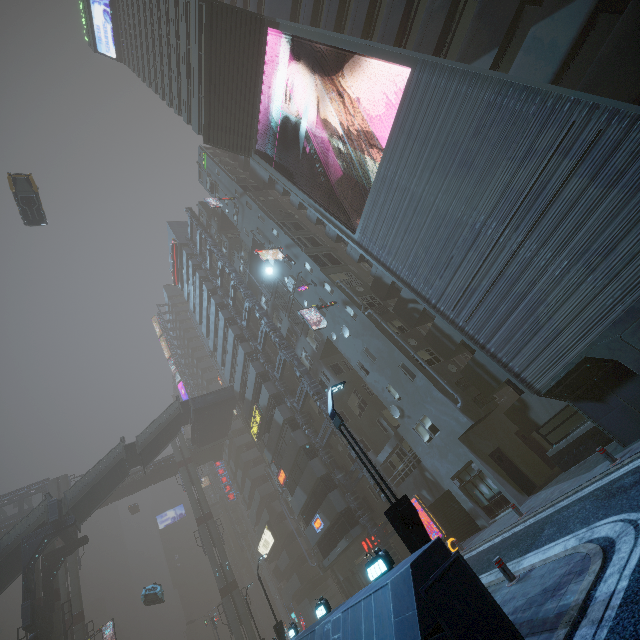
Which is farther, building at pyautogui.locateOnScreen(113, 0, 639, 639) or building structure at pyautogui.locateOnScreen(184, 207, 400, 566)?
building structure at pyautogui.locateOnScreen(184, 207, 400, 566)

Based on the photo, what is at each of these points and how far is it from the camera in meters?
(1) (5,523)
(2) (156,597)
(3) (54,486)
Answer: (1) bridge, 40.9
(2) car, 29.1
(3) sm, 43.8

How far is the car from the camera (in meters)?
28.41

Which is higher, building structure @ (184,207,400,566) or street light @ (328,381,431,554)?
building structure @ (184,207,400,566)

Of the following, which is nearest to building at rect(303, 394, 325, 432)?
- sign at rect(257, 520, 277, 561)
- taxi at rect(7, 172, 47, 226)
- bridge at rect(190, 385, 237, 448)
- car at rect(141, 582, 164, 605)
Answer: sign at rect(257, 520, 277, 561)

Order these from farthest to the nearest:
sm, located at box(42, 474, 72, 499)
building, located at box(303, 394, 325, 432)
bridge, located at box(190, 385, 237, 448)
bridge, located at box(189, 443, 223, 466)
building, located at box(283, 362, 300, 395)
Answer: bridge, located at box(189, 443, 223, 466), sm, located at box(42, 474, 72, 499), bridge, located at box(190, 385, 237, 448), building, located at box(283, 362, 300, 395), building, located at box(303, 394, 325, 432)

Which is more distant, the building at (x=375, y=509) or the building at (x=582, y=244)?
the building at (x=375, y=509)

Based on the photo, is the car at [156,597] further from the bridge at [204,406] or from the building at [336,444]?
the bridge at [204,406]
